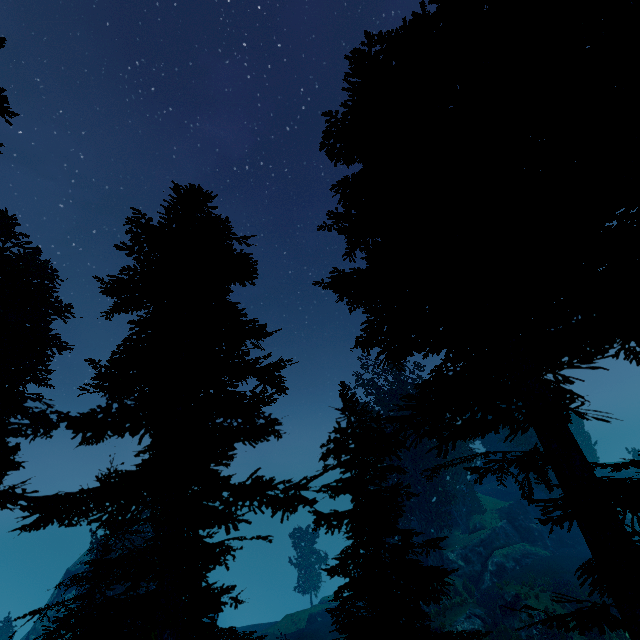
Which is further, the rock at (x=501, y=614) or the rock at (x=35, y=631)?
the rock at (x=35, y=631)

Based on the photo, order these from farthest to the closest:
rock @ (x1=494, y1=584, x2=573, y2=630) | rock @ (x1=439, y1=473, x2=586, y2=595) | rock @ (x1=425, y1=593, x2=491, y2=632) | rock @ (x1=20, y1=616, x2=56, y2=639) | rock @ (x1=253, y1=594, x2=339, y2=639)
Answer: rock @ (x1=20, y1=616, x2=56, y2=639) → rock @ (x1=253, y1=594, x2=339, y2=639) → rock @ (x1=439, y1=473, x2=586, y2=595) → rock @ (x1=425, y1=593, x2=491, y2=632) → rock @ (x1=494, y1=584, x2=573, y2=630)

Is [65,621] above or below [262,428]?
below

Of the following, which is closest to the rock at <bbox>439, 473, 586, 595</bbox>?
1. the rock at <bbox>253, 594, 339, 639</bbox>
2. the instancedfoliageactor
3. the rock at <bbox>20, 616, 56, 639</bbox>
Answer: the instancedfoliageactor

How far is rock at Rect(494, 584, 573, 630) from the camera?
19.91m

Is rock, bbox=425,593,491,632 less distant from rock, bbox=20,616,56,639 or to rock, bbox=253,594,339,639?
rock, bbox=253,594,339,639

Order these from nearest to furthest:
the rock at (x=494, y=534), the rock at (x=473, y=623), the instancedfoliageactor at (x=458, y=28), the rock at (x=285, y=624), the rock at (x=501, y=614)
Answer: the instancedfoliageactor at (x=458, y=28)
the rock at (x=501, y=614)
the rock at (x=473, y=623)
the rock at (x=494, y=534)
the rock at (x=285, y=624)
